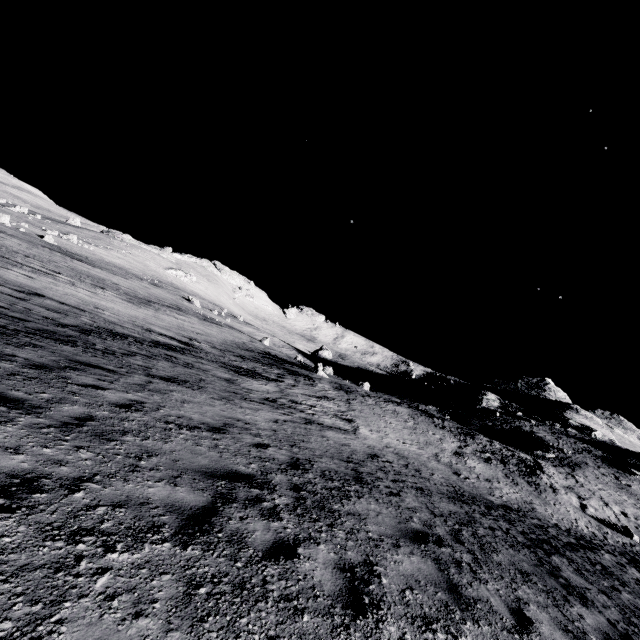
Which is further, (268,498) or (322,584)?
(268,498)
